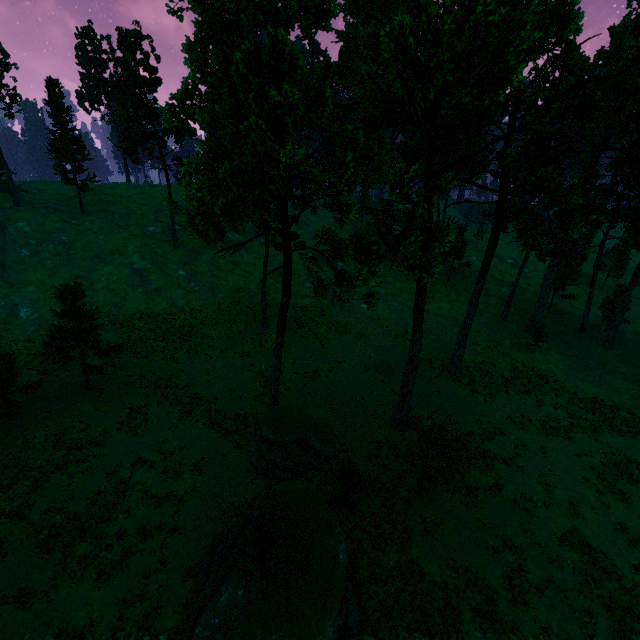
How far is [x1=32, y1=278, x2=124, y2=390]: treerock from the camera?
22.0m

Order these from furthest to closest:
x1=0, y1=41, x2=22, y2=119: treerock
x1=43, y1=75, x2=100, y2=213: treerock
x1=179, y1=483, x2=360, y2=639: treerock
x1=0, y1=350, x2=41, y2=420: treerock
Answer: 1. x1=43, y1=75, x2=100, y2=213: treerock
2. x1=0, y1=41, x2=22, y2=119: treerock
3. x1=0, y1=350, x2=41, y2=420: treerock
4. x1=179, y1=483, x2=360, y2=639: treerock

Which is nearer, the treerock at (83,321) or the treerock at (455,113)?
the treerock at (455,113)

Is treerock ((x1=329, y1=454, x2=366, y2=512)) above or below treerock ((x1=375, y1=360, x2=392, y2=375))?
above

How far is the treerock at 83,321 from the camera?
22.0 meters

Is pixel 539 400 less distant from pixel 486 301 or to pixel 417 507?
pixel 417 507
